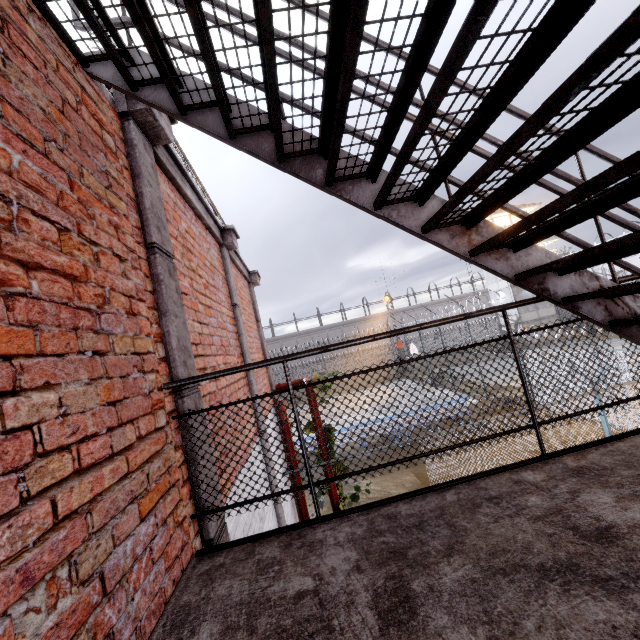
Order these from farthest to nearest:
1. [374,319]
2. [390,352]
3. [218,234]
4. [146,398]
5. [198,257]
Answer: [374,319] < [390,352] < [218,234] < [198,257] < [146,398]

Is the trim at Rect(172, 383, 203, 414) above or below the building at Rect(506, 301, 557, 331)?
above

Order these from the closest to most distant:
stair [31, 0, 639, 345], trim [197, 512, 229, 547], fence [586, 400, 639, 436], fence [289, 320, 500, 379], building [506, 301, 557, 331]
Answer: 1. stair [31, 0, 639, 345]
2. trim [197, 512, 229, 547]
3. fence [586, 400, 639, 436]
4. building [506, 301, 557, 331]
5. fence [289, 320, 500, 379]

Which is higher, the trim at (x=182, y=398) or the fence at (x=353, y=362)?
the trim at (x=182, y=398)

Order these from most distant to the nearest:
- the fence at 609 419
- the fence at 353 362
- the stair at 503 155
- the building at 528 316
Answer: the fence at 353 362 < the building at 528 316 < the fence at 609 419 < the stair at 503 155

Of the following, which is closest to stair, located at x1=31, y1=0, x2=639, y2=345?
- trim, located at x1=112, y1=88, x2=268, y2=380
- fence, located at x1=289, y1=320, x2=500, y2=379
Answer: trim, located at x1=112, y1=88, x2=268, y2=380

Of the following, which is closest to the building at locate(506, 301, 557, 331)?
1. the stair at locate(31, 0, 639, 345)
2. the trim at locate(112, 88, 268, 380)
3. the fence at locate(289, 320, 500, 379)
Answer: the fence at locate(289, 320, 500, 379)
